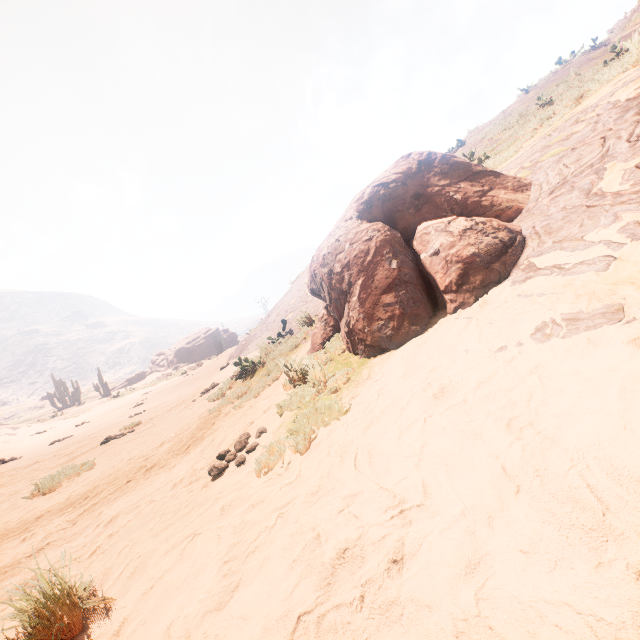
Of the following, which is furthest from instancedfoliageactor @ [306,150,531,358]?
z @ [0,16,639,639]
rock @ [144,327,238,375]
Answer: rock @ [144,327,238,375]

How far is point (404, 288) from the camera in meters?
4.1 m

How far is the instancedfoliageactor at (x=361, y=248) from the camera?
3.9m

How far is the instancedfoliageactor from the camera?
3.9m

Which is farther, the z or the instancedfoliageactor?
the instancedfoliageactor

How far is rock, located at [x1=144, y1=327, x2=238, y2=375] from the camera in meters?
49.9 m

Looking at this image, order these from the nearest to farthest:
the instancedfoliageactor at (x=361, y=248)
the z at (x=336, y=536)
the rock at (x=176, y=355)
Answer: the z at (x=336, y=536), the instancedfoliageactor at (x=361, y=248), the rock at (x=176, y=355)
